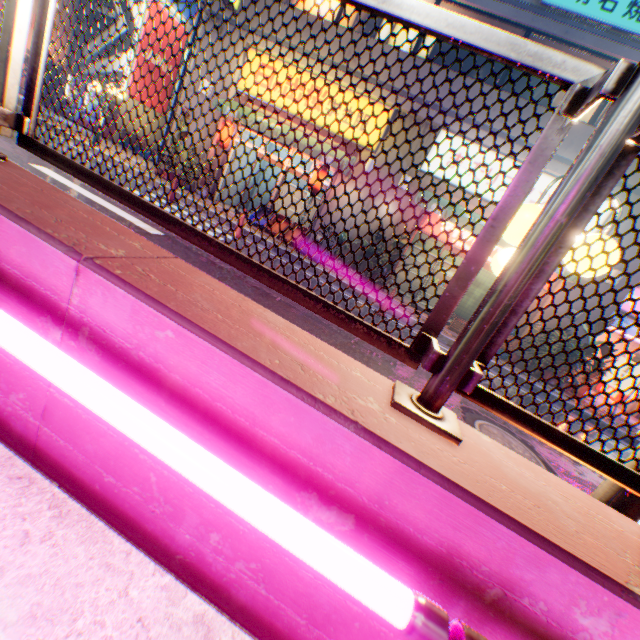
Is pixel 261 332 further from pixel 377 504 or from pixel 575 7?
pixel 575 7

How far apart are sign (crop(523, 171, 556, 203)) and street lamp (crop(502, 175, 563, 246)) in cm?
835

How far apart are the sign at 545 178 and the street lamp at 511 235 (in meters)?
8.35

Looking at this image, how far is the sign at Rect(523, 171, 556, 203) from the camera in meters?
9.4 m

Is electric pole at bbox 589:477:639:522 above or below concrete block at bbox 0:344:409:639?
above

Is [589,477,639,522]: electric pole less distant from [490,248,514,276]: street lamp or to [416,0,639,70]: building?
[490,248,514,276]: street lamp

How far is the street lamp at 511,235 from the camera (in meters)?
2.05
